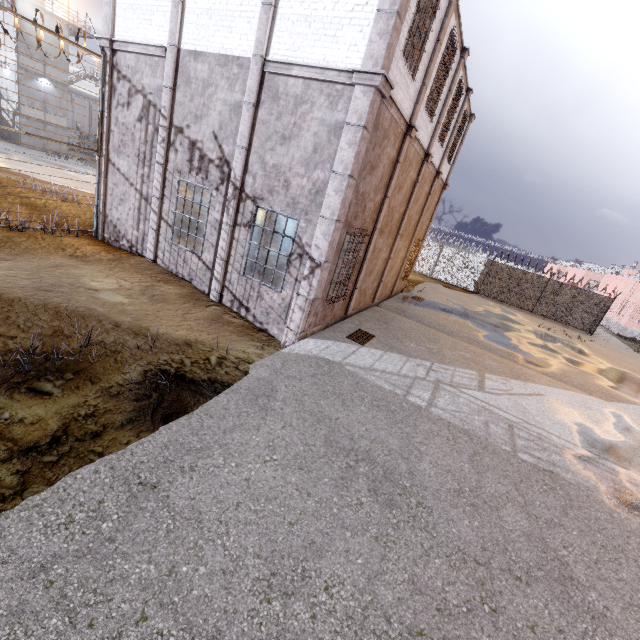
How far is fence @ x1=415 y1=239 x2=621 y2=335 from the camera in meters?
22.9

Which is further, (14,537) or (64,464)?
(64,464)

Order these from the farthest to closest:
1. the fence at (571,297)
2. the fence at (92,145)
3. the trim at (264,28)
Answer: the fence at (571,297) → the fence at (92,145) → the trim at (264,28)

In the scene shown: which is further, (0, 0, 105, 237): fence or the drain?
the drain

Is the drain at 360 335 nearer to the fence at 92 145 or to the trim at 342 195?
the trim at 342 195

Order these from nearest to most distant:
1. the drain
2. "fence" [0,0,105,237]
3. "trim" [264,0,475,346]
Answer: "trim" [264,0,475,346] < "fence" [0,0,105,237] < the drain

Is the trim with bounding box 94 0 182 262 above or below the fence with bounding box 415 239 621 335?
above

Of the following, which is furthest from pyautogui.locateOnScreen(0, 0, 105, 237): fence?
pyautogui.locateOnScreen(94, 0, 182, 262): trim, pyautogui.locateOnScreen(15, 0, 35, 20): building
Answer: Answer: pyautogui.locateOnScreen(15, 0, 35, 20): building
